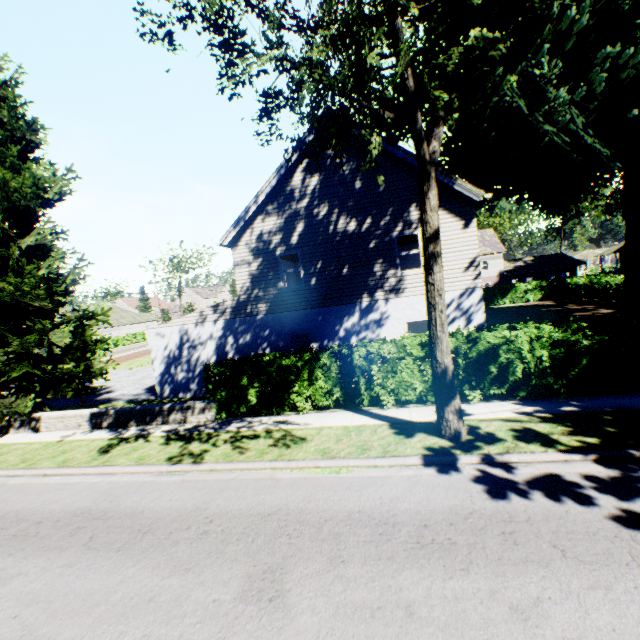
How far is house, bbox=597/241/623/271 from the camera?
54.41m

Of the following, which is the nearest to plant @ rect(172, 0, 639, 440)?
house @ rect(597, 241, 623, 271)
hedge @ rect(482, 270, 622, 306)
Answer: hedge @ rect(482, 270, 622, 306)

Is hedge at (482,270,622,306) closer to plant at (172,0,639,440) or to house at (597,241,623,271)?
plant at (172,0,639,440)

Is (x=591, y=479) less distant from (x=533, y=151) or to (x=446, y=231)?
(x=446, y=231)

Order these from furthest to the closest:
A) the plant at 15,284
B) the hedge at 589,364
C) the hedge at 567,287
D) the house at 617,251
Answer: the house at 617,251
the hedge at 567,287
the plant at 15,284
the hedge at 589,364

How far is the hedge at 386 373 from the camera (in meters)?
10.27

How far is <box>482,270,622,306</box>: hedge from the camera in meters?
27.6 m
